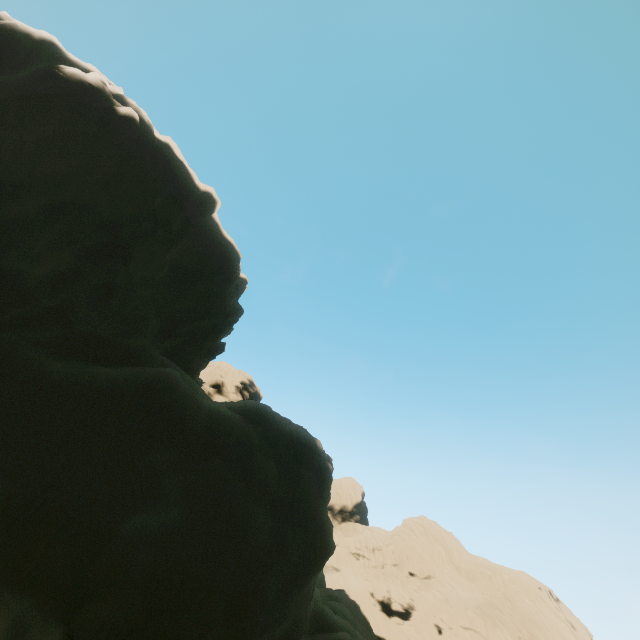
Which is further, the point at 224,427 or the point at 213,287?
the point at 213,287
